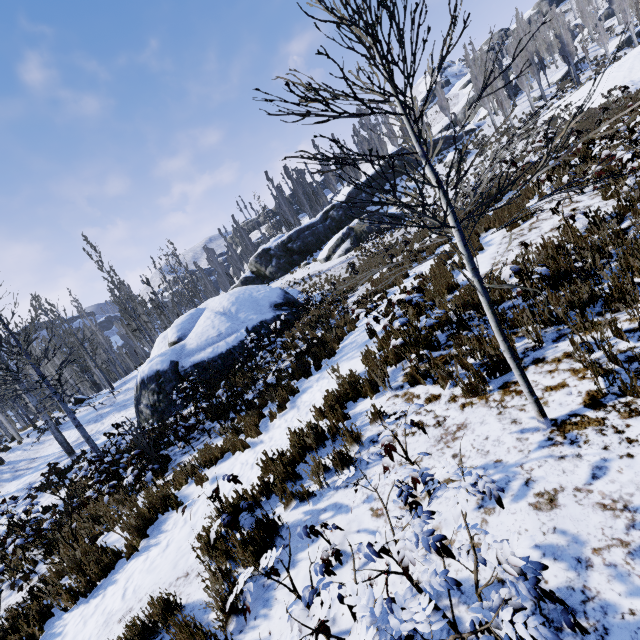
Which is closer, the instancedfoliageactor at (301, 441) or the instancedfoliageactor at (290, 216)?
the instancedfoliageactor at (301, 441)

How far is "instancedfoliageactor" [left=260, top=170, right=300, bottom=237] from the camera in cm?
4147

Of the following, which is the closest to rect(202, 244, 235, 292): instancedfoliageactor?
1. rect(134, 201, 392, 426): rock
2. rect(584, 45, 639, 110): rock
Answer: rect(584, 45, 639, 110): rock

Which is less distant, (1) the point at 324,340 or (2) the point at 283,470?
(2) the point at 283,470

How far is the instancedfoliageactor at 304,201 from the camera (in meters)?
44.03

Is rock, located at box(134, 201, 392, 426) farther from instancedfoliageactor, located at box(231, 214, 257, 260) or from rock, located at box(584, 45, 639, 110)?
rock, located at box(584, 45, 639, 110)
